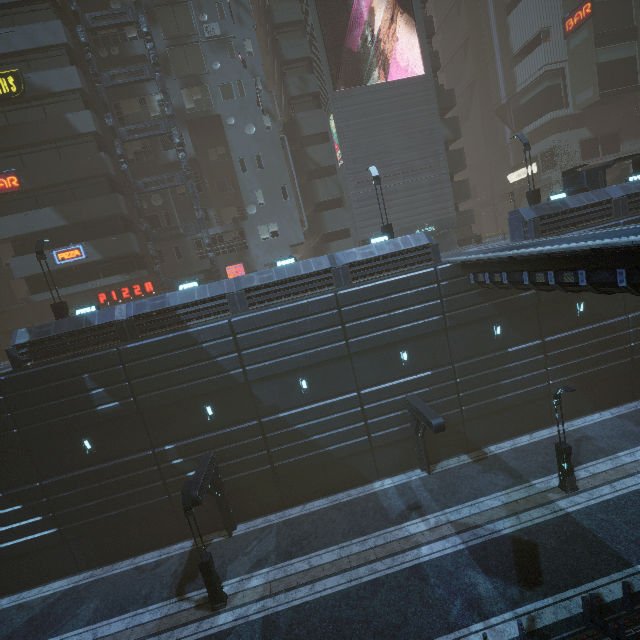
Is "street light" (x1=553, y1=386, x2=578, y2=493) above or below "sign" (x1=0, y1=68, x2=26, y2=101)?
below

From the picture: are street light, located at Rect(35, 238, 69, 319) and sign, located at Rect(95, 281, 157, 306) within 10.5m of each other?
yes

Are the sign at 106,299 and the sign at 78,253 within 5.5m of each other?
yes

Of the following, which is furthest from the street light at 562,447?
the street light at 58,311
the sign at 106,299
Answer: the sign at 106,299

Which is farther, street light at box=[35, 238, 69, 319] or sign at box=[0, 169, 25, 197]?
sign at box=[0, 169, 25, 197]

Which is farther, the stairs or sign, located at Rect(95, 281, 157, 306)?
the stairs

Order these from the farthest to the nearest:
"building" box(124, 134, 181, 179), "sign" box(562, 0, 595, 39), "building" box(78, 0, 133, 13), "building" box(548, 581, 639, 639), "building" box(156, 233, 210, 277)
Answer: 1. "sign" box(562, 0, 595, 39)
2. "building" box(156, 233, 210, 277)
3. "building" box(124, 134, 181, 179)
4. "building" box(78, 0, 133, 13)
5. "building" box(548, 581, 639, 639)

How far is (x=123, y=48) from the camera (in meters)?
25.91
